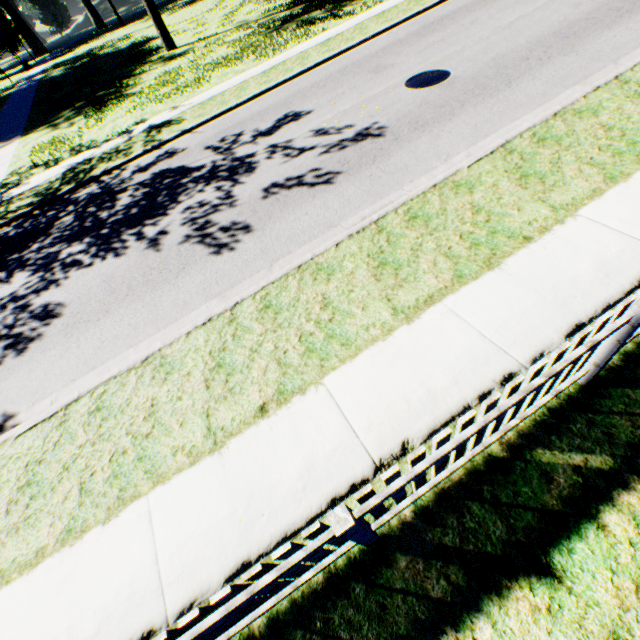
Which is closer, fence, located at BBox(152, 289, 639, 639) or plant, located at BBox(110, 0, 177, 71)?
fence, located at BBox(152, 289, 639, 639)

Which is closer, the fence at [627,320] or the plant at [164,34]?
the fence at [627,320]

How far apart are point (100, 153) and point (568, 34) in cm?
1460
